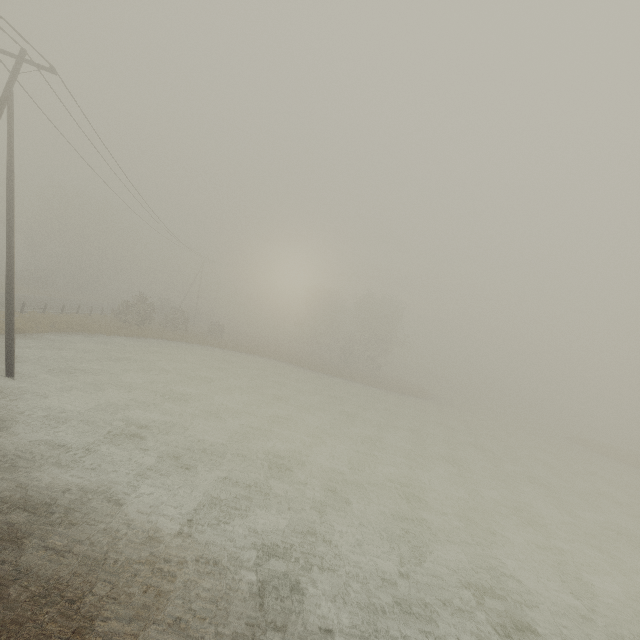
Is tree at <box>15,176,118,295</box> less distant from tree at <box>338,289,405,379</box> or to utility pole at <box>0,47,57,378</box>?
utility pole at <box>0,47,57,378</box>

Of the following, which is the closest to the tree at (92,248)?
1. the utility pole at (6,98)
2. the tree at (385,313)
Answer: the utility pole at (6,98)

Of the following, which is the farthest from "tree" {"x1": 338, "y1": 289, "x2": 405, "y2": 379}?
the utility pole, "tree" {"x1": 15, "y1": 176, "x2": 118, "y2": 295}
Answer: "tree" {"x1": 15, "y1": 176, "x2": 118, "y2": 295}

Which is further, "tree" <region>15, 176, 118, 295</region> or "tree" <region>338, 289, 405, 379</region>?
"tree" <region>338, 289, 405, 379</region>

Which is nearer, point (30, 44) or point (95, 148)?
point (30, 44)

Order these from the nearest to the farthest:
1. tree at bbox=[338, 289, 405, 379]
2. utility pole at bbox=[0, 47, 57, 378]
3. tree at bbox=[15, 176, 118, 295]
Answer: utility pole at bbox=[0, 47, 57, 378] → tree at bbox=[15, 176, 118, 295] → tree at bbox=[338, 289, 405, 379]

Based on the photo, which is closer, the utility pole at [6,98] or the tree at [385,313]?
the utility pole at [6,98]
